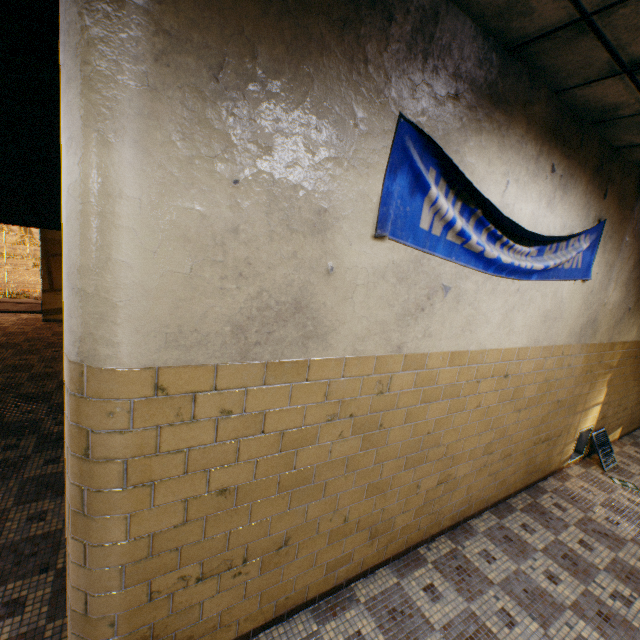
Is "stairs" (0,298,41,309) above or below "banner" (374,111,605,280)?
below

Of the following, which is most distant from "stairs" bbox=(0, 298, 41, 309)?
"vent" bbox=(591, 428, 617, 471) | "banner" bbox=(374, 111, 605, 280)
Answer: "vent" bbox=(591, 428, 617, 471)

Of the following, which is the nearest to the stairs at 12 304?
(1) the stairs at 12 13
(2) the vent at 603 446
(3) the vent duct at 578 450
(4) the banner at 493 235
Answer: (1) the stairs at 12 13

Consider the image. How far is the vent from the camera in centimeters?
498cm

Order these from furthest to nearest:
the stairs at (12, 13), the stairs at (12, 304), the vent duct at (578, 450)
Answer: the stairs at (12, 304)
the vent duct at (578, 450)
the stairs at (12, 13)

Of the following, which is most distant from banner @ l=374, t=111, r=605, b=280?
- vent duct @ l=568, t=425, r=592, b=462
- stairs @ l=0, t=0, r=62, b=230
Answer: vent duct @ l=568, t=425, r=592, b=462

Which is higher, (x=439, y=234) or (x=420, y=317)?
(x=439, y=234)

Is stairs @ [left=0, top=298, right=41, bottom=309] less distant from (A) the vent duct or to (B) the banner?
(A) the vent duct
